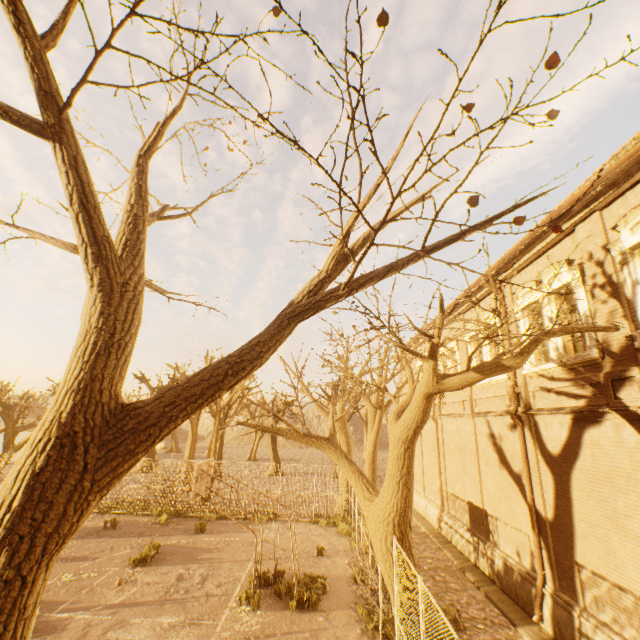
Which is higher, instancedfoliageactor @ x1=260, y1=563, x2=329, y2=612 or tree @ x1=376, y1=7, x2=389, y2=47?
tree @ x1=376, y1=7, x2=389, y2=47

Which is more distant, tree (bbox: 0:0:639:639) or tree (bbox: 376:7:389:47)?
tree (bbox: 0:0:639:639)

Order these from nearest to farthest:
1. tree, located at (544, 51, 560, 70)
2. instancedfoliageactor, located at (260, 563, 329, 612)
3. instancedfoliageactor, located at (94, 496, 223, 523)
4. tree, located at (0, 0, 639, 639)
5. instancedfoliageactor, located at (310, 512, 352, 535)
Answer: tree, located at (544, 51, 560, 70), tree, located at (0, 0, 639, 639), instancedfoliageactor, located at (260, 563, 329, 612), instancedfoliageactor, located at (310, 512, 352, 535), instancedfoliageactor, located at (94, 496, 223, 523)

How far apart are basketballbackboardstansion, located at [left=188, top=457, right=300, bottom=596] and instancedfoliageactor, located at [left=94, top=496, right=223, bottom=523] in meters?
8.3 m

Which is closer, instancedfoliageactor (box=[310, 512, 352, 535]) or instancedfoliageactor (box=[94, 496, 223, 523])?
instancedfoliageactor (box=[310, 512, 352, 535])

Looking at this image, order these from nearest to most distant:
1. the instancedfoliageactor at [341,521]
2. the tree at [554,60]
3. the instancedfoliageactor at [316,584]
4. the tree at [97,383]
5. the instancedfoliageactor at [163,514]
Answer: the tree at [554,60] < the tree at [97,383] < the instancedfoliageactor at [316,584] < the instancedfoliageactor at [341,521] < the instancedfoliageactor at [163,514]

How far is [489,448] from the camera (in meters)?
12.82

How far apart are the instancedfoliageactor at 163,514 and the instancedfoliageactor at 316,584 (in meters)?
10.35
